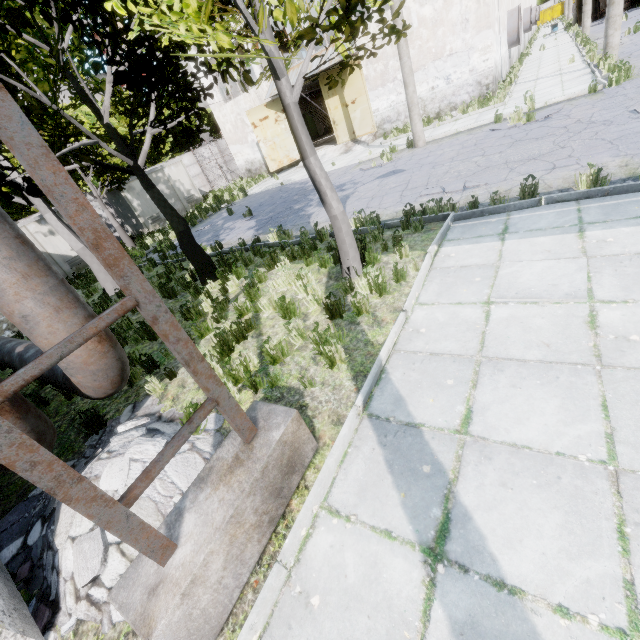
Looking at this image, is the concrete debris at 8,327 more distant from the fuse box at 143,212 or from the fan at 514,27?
the fan at 514,27

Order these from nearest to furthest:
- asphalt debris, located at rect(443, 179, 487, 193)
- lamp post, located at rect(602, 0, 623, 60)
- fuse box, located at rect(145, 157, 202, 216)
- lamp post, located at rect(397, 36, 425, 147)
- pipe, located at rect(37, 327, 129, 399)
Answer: pipe, located at rect(37, 327, 129, 399) < asphalt debris, located at rect(443, 179, 487, 193) < lamp post, located at rect(397, 36, 425, 147) < lamp post, located at rect(602, 0, 623, 60) < fuse box, located at rect(145, 157, 202, 216)

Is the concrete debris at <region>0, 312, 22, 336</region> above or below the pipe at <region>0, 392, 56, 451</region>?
below

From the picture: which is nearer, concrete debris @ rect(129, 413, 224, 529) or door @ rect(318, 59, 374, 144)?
concrete debris @ rect(129, 413, 224, 529)

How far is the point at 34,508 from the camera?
4.1 meters

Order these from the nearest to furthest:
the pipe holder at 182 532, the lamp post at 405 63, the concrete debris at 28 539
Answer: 1. the pipe holder at 182 532
2. the concrete debris at 28 539
3. the lamp post at 405 63

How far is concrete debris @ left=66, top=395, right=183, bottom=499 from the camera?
3.3m

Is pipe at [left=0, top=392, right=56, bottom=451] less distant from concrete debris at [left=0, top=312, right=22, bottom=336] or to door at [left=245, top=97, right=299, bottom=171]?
concrete debris at [left=0, top=312, right=22, bottom=336]
